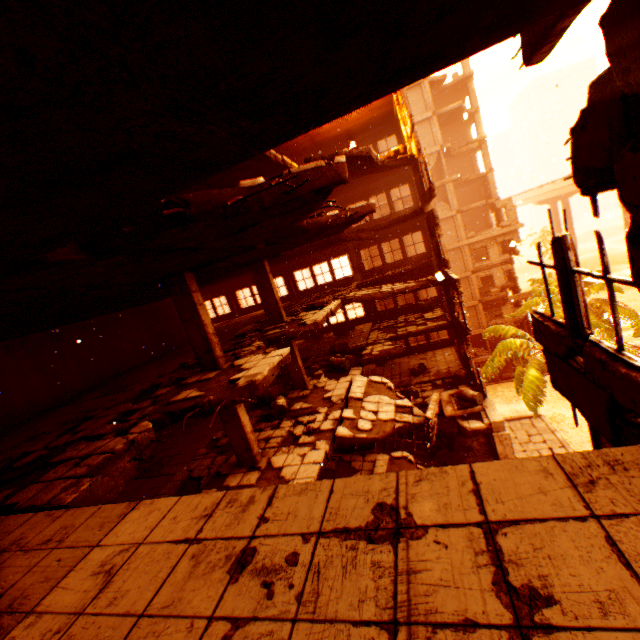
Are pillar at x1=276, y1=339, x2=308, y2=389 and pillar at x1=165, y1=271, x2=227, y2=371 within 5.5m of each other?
yes

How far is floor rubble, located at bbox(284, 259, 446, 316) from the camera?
14.45m

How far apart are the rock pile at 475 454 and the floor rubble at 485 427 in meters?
0.9 m

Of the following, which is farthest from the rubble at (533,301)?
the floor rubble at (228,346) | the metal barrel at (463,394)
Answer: the floor rubble at (228,346)

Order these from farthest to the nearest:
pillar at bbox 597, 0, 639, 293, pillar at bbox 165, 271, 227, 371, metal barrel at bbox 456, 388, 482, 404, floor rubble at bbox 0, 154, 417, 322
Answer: metal barrel at bbox 456, 388, 482, 404, pillar at bbox 165, 271, 227, 371, floor rubble at bbox 0, 154, 417, 322, pillar at bbox 597, 0, 639, 293

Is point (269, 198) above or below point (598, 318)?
above

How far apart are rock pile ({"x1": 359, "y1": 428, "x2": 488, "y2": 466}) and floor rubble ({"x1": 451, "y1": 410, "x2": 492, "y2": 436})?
0.9 meters

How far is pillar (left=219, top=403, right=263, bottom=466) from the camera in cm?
888
